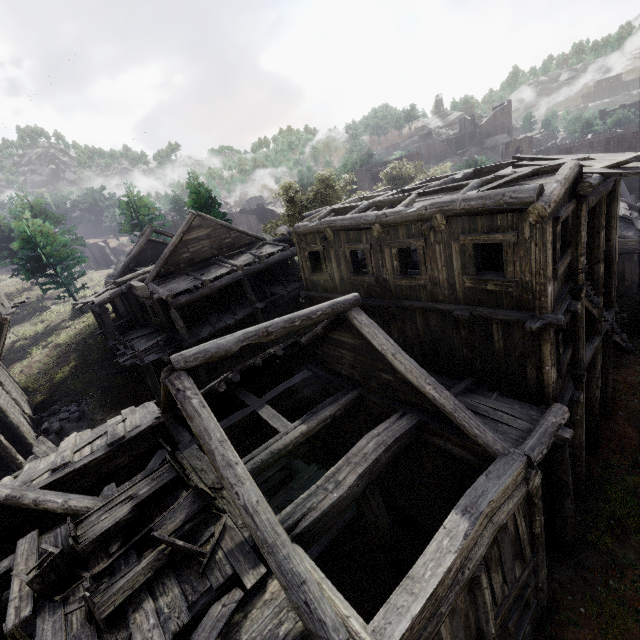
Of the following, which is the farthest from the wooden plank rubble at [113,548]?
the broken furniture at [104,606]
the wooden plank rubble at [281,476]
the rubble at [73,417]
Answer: the rubble at [73,417]

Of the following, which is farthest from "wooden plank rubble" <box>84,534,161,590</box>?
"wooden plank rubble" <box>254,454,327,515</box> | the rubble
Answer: the rubble

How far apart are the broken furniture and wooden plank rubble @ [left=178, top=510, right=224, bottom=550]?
0.0 meters

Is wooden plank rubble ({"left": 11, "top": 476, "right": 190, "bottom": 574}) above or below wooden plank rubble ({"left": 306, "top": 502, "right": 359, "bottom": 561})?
above

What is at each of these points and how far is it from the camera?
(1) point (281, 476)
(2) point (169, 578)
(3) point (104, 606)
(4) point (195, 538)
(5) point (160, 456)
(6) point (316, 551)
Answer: (1) wooden plank rubble, 13.3m
(2) wooden plank rubble, 5.6m
(3) broken furniture, 4.9m
(4) wooden plank rubble, 6.1m
(5) wooden plank rubble, 8.6m
(6) wooden plank rubble, 10.7m

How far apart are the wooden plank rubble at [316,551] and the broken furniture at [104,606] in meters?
4.8 m

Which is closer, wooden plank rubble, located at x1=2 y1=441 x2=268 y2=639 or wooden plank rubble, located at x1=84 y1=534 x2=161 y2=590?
wooden plank rubble, located at x1=2 y1=441 x2=268 y2=639

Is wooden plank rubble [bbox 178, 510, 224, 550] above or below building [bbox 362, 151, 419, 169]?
below
